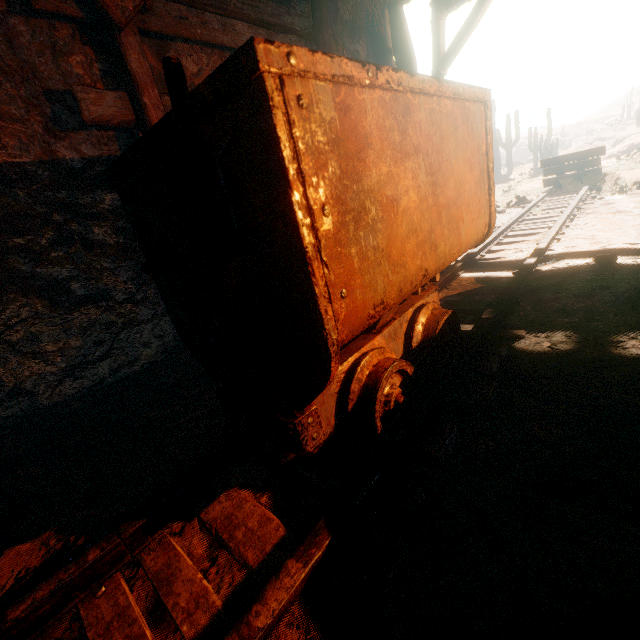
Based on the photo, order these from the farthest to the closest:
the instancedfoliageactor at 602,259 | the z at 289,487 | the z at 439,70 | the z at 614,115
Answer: the z at 614,115
the z at 439,70
the instancedfoliageactor at 602,259
the z at 289,487

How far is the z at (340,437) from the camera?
1.59m

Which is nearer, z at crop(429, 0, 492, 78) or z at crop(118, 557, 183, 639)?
z at crop(118, 557, 183, 639)

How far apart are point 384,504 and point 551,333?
1.66m

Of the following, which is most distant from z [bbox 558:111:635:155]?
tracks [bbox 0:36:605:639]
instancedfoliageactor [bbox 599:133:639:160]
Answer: tracks [bbox 0:36:605:639]

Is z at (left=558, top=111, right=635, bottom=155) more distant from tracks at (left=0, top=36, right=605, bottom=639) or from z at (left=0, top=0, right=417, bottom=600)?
tracks at (left=0, top=36, right=605, bottom=639)

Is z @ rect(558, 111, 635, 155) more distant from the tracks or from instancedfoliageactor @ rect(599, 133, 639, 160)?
the tracks

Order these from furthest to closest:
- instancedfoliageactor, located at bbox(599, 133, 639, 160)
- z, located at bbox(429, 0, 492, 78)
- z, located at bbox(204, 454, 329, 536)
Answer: instancedfoliageactor, located at bbox(599, 133, 639, 160), z, located at bbox(429, 0, 492, 78), z, located at bbox(204, 454, 329, 536)
